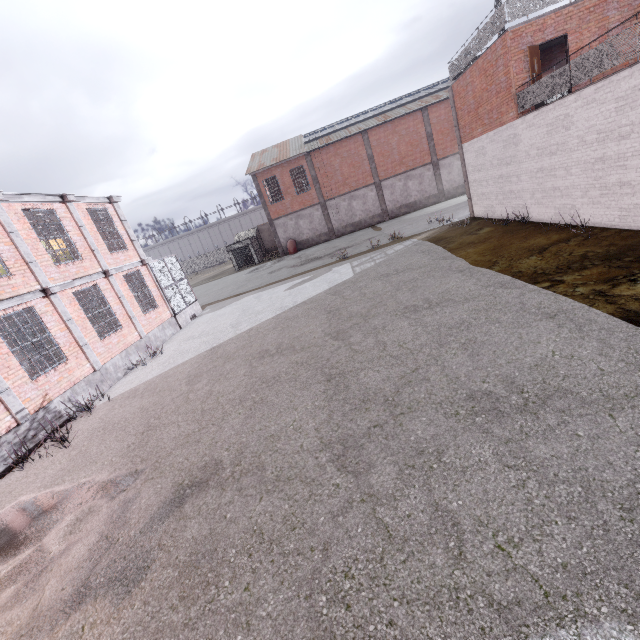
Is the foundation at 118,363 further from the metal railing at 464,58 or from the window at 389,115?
the window at 389,115

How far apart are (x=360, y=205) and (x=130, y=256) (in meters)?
24.65

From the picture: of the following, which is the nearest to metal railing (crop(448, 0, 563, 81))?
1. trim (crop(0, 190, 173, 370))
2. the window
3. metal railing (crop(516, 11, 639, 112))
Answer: metal railing (crop(516, 11, 639, 112))

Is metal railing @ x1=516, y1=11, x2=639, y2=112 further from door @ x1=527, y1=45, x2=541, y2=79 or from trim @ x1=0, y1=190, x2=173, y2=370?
trim @ x1=0, y1=190, x2=173, y2=370

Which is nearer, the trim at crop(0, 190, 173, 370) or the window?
the trim at crop(0, 190, 173, 370)

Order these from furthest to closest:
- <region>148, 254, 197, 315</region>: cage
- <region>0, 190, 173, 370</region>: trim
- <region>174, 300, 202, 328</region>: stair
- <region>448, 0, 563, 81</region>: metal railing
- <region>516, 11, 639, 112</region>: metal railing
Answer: <region>174, 300, 202, 328</region>: stair < <region>148, 254, 197, 315</region>: cage < <region>448, 0, 563, 81</region>: metal railing < <region>0, 190, 173, 370</region>: trim < <region>516, 11, 639, 112</region>: metal railing

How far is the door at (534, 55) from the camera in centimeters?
1171cm

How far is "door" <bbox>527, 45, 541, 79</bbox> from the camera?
11.7 meters
